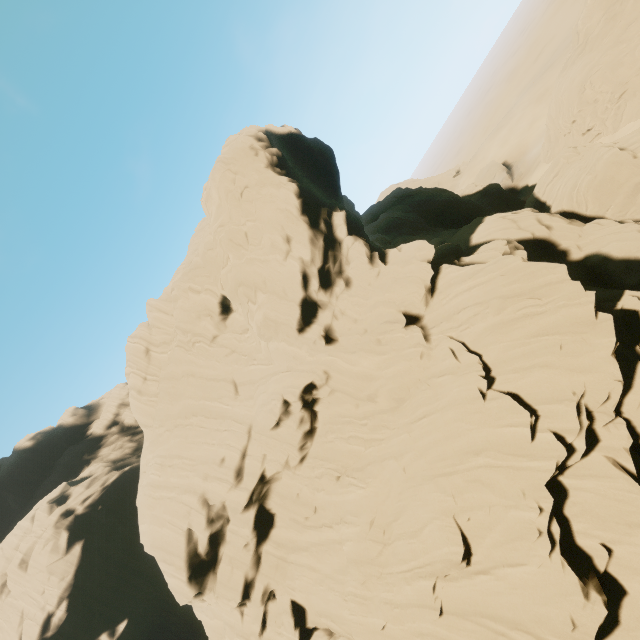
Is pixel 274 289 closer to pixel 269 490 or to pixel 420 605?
pixel 269 490
